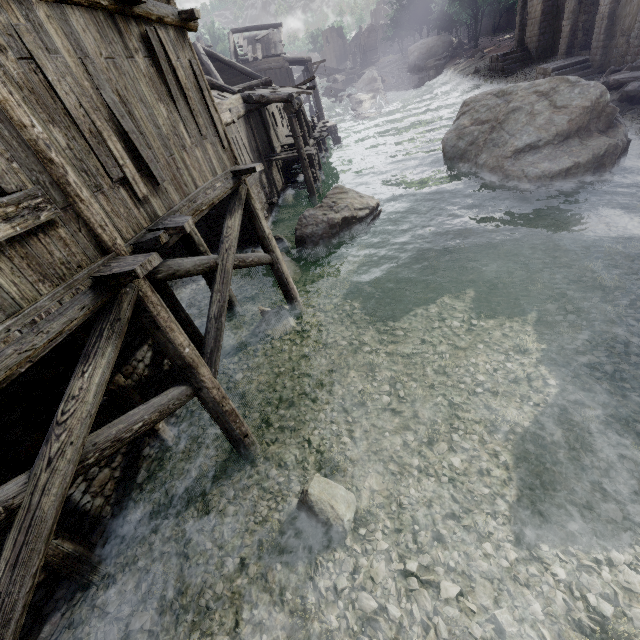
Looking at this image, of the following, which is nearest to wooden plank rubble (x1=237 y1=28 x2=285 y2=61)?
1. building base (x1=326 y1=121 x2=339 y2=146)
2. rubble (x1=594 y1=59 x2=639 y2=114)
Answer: building base (x1=326 y1=121 x2=339 y2=146)

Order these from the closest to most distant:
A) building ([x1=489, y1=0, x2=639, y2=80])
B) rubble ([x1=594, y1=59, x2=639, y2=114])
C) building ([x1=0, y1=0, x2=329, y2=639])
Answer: building ([x1=0, y1=0, x2=329, y2=639]) < rubble ([x1=594, y1=59, x2=639, y2=114]) < building ([x1=489, y1=0, x2=639, y2=80])

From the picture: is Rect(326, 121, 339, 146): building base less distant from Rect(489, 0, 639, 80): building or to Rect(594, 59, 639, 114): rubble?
Rect(489, 0, 639, 80): building

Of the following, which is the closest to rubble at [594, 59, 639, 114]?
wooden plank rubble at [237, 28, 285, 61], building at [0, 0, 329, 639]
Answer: building at [0, 0, 329, 639]

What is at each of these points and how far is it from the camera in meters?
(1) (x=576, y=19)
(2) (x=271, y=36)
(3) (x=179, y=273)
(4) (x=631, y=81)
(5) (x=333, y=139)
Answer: (1) building, 22.2 m
(2) wooden plank rubble, 29.9 m
(3) building, 5.4 m
(4) rubble, 15.5 m
(5) building base, 29.2 m

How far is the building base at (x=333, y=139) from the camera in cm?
2866

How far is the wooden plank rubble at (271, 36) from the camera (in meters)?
28.69

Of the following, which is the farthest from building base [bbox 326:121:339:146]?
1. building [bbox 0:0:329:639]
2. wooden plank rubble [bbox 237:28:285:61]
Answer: wooden plank rubble [bbox 237:28:285:61]
